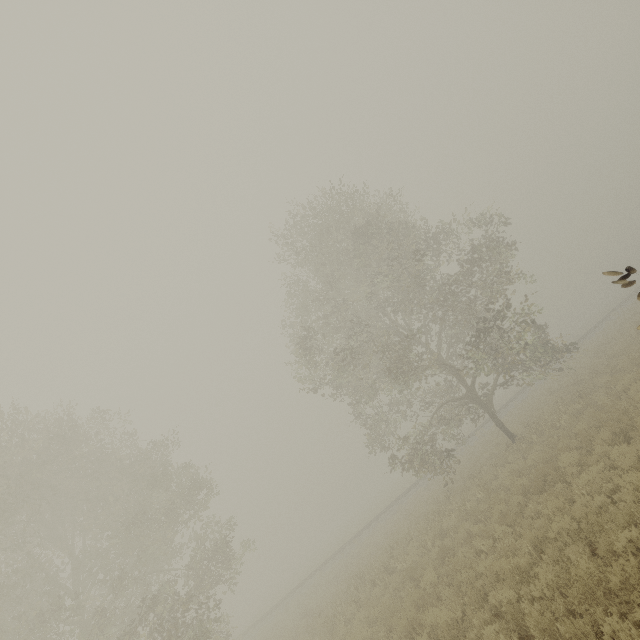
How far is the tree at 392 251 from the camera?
15.6 meters

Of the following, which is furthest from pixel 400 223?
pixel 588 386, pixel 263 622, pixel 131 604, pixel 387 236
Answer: pixel 263 622

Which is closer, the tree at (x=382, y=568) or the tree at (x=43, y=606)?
the tree at (x=382, y=568)

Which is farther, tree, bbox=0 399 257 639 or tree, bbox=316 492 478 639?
tree, bbox=0 399 257 639
